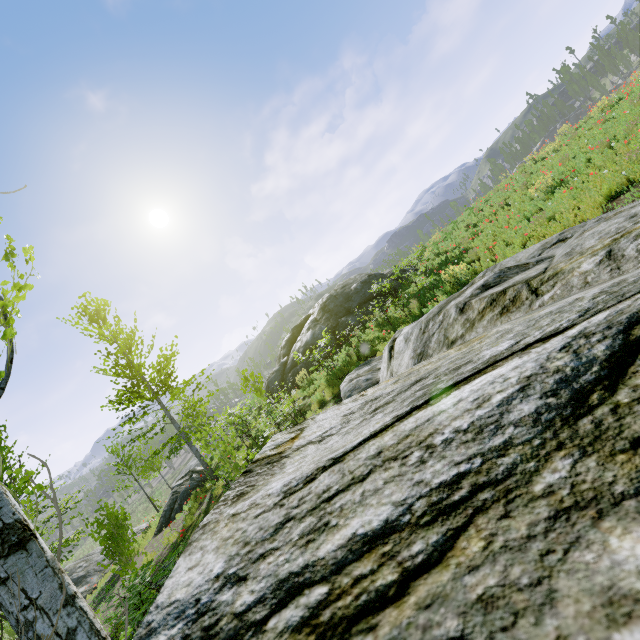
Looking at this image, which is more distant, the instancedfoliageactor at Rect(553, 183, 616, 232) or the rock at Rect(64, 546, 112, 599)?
the rock at Rect(64, 546, 112, 599)

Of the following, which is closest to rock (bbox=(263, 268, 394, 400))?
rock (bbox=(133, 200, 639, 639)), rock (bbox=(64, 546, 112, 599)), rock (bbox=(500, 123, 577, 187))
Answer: rock (bbox=(133, 200, 639, 639))

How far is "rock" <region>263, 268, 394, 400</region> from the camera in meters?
15.7 m

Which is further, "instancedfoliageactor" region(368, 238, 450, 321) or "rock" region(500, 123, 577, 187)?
"rock" region(500, 123, 577, 187)

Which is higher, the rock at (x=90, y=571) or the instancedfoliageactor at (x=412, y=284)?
the instancedfoliageactor at (x=412, y=284)

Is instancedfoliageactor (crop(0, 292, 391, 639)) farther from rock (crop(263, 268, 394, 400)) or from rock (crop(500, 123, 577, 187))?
rock (crop(263, 268, 394, 400))

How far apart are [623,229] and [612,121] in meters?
13.6 m

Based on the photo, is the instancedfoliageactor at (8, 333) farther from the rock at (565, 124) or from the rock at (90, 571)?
the rock at (90, 571)
